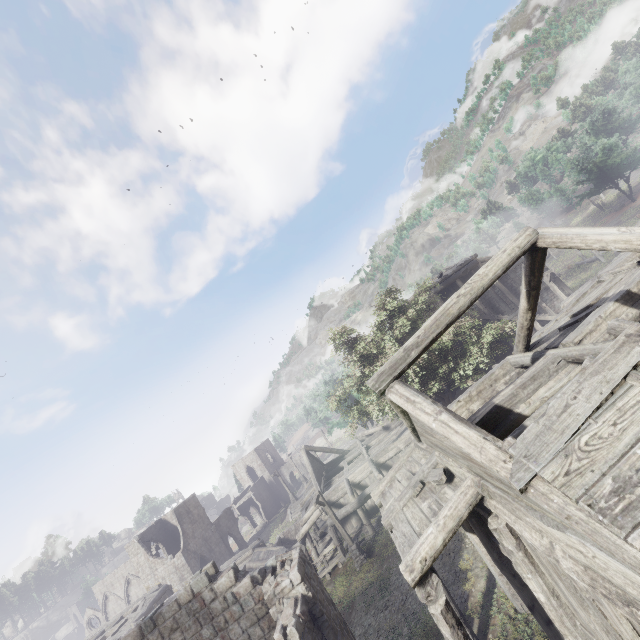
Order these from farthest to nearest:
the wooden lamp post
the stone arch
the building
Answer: the stone arch < the wooden lamp post < the building

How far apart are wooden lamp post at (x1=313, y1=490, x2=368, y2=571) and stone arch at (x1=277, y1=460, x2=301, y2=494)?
40.2 meters

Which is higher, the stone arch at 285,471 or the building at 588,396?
the building at 588,396

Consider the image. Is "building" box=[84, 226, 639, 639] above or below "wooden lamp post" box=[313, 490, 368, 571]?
above

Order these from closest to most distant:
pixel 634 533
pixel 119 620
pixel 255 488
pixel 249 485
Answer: pixel 634 533 → pixel 119 620 → pixel 255 488 → pixel 249 485

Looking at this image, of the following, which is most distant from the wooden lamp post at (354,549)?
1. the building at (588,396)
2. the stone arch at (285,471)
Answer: the stone arch at (285,471)

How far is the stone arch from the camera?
56.8m

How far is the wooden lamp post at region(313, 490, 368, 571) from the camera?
18.58m
